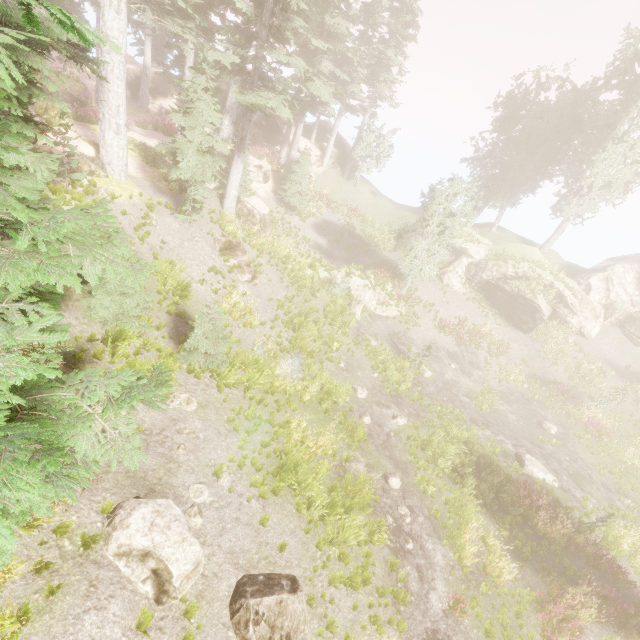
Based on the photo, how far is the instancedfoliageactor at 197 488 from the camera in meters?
7.6

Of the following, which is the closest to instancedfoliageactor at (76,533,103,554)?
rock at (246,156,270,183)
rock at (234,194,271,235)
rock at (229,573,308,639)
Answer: rock at (234,194,271,235)

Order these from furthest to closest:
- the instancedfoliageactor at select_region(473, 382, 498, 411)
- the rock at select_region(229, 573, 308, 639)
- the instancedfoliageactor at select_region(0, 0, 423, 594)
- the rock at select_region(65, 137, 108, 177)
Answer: the instancedfoliageactor at select_region(473, 382, 498, 411) → the rock at select_region(65, 137, 108, 177) → the rock at select_region(229, 573, 308, 639) → the instancedfoliageactor at select_region(0, 0, 423, 594)

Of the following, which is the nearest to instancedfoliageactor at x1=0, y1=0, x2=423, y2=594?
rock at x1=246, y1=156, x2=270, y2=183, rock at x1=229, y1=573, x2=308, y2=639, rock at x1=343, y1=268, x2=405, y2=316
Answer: rock at x1=246, y1=156, x2=270, y2=183

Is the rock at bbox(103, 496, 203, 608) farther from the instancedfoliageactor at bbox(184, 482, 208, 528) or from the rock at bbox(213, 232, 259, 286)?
the rock at bbox(213, 232, 259, 286)

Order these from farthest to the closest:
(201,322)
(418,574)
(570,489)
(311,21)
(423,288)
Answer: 1. (423,288)
2. (311,21)
3. (570,489)
4. (201,322)
5. (418,574)

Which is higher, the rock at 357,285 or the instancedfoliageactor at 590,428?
the rock at 357,285

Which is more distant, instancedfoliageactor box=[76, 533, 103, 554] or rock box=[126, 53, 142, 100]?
rock box=[126, 53, 142, 100]
